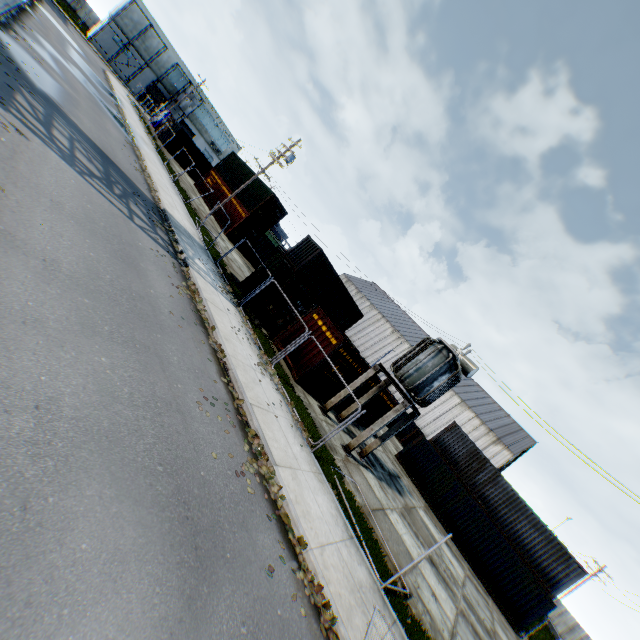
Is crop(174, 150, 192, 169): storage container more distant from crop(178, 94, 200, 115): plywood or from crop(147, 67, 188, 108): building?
crop(147, 67, 188, 108): building

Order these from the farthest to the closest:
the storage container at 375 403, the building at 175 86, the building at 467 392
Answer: the building at 175 86 → the building at 467 392 → the storage container at 375 403

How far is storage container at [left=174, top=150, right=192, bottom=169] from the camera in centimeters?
3797cm

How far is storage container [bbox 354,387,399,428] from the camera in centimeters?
2126cm

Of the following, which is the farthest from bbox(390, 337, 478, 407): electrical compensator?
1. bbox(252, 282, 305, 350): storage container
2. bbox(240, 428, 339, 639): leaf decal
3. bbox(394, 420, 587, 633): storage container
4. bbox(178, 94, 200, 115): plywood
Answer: bbox(178, 94, 200, 115): plywood

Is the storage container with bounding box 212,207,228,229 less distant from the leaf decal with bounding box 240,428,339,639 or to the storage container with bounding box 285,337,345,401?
the storage container with bounding box 285,337,345,401

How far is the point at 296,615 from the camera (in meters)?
5.17

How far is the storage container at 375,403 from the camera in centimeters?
2126cm
